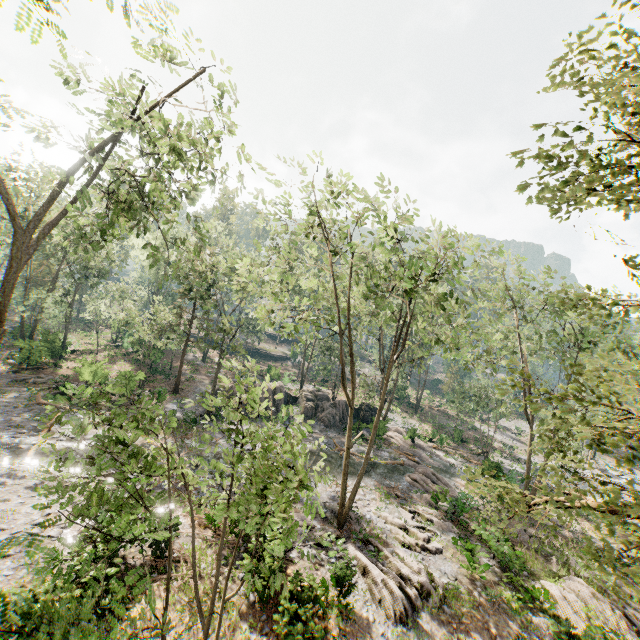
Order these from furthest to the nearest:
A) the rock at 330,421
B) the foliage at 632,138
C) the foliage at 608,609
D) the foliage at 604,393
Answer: the rock at 330,421 → the foliage at 608,609 → the foliage at 604,393 → the foliage at 632,138

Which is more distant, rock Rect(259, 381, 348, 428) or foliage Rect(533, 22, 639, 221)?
rock Rect(259, 381, 348, 428)

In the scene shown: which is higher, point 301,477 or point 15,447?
point 301,477

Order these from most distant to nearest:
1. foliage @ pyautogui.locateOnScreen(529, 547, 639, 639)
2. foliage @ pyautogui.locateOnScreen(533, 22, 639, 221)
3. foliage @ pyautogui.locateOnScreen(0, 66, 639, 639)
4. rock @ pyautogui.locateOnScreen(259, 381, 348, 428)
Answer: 1. rock @ pyautogui.locateOnScreen(259, 381, 348, 428)
2. foliage @ pyautogui.locateOnScreen(529, 547, 639, 639)
3. foliage @ pyautogui.locateOnScreen(0, 66, 639, 639)
4. foliage @ pyautogui.locateOnScreen(533, 22, 639, 221)

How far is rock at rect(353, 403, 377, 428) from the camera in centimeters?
3343cm

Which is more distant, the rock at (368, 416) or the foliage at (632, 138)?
the rock at (368, 416)
